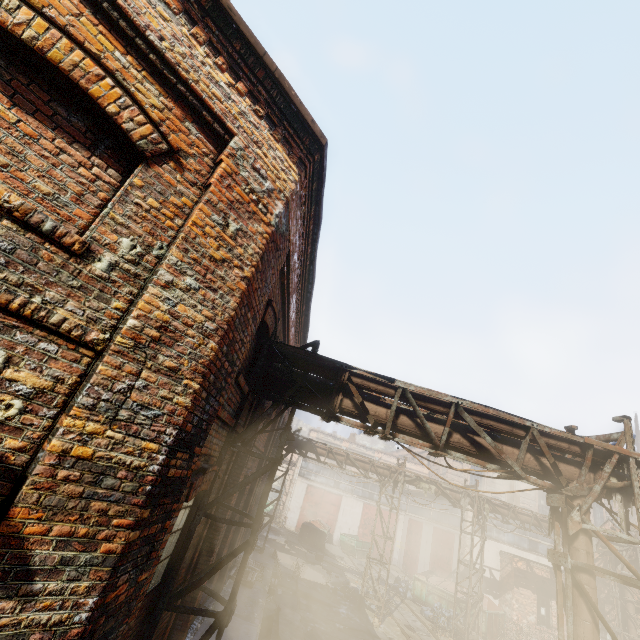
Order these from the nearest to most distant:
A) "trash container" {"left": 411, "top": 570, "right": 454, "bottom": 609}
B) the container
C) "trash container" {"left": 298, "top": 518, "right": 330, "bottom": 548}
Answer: "trash container" {"left": 411, "top": 570, "right": 454, "bottom": 609}, "trash container" {"left": 298, "top": 518, "right": 330, "bottom": 548}, the container

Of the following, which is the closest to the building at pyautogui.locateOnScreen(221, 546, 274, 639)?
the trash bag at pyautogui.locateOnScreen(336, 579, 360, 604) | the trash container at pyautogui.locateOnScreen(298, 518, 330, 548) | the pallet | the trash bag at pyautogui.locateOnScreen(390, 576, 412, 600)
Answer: the pallet

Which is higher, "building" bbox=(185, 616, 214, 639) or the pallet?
the pallet

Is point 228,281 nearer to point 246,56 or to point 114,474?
point 114,474

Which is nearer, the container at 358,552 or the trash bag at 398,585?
the trash bag at 398,585

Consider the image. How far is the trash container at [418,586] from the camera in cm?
1830

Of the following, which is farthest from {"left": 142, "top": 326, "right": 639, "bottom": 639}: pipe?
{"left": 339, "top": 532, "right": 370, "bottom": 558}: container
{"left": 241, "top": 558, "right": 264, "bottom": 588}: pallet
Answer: {"left": 339, "top": 532, "right": 370, "bottom": 558}: container

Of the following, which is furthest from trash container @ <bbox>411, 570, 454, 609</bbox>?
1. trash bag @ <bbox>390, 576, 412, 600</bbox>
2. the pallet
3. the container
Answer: the pallet
